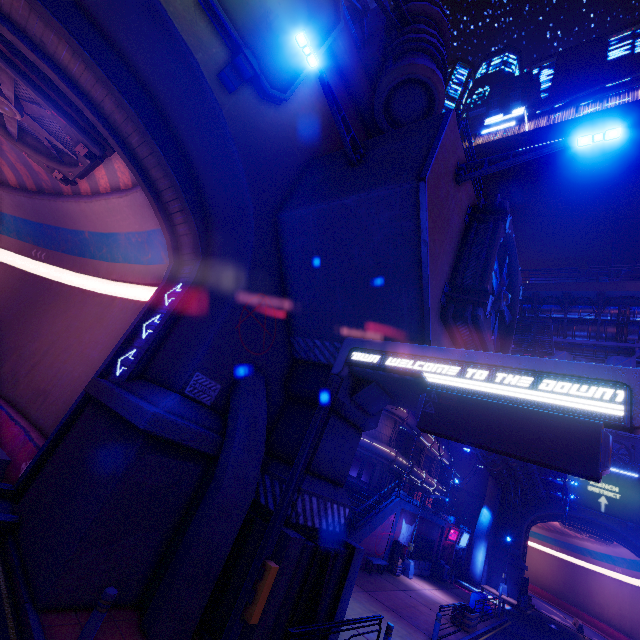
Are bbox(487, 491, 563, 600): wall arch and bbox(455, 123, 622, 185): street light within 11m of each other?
no

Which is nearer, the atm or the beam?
the beam

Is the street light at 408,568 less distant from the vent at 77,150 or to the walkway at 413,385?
the walkway at 413,385

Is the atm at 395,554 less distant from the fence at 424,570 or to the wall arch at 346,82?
the fence at 424,570

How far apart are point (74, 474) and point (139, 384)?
2.52m

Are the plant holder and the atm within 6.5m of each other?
Answer: yes

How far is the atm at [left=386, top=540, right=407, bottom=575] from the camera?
22.41m

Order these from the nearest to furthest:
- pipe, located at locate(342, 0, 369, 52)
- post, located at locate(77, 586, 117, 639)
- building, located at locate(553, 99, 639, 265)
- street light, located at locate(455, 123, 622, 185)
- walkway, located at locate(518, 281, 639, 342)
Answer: post, located at locate(77, 586, 117, 639) < street light, located at locate(455, 123, 622, 185) < pipe, located at locate(342, 0, 369, 52) < walkway, located at locate(518, 281, 639, 342) < building, located at locate(553, 99, 639, 265)
